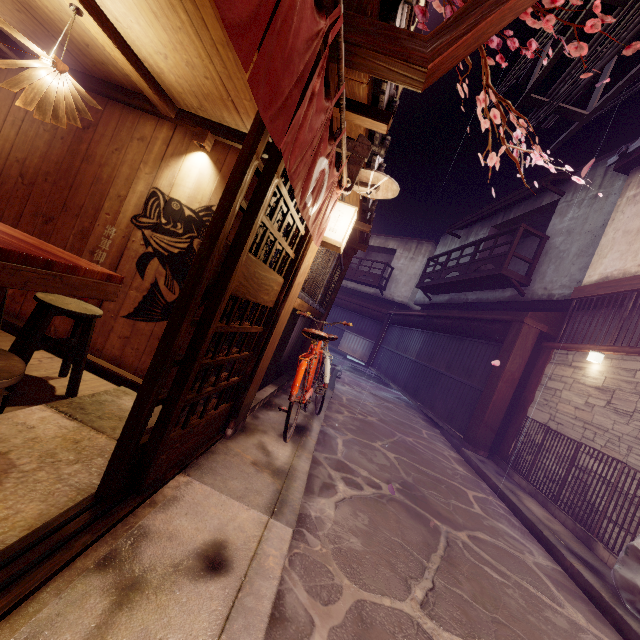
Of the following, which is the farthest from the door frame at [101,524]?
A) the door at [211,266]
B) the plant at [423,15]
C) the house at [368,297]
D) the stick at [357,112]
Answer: the house at [368,297]

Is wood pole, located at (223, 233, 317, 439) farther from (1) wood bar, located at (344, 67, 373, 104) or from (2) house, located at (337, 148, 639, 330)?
(2) house, located at (337, 148, 639, 330)

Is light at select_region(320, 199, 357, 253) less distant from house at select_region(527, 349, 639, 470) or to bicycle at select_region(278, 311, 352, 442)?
bicycle at select_region(278, 311, 352, 442)

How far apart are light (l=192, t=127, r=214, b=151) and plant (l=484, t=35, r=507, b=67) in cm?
398

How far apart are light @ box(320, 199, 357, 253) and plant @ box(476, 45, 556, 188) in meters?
2.2

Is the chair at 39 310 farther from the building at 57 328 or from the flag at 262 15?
the flag at 262 15

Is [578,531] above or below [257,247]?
below

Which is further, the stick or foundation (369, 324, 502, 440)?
foundation (369, 324, 502, 440)
